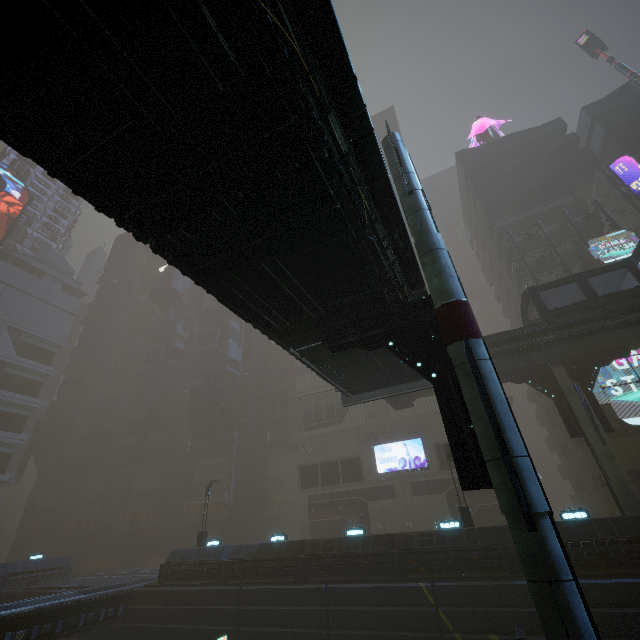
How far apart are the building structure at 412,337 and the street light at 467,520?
15.26m

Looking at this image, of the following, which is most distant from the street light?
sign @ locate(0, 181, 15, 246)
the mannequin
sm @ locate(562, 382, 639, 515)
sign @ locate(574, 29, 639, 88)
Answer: sign @ locate(0, 181, 15, 246)

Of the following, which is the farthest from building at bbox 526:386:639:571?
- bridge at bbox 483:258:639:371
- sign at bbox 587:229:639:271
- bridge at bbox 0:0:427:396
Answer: bridge at bbox 0:0:427:396

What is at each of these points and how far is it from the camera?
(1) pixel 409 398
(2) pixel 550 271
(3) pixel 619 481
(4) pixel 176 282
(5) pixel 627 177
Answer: (1) bridge, 26.0 meters
(2) building, 32.8 meters
(3) sm, 17.2 meters
(4) building, 59.6 meters
(5) building, 37.2 meters

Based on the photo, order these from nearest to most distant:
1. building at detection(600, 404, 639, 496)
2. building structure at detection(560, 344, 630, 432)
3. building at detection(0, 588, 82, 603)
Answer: building structure at detection(560, 344, 630, 432), building at detection(600, 404, 639, 496), building at detection(0, 588, 82, 603)

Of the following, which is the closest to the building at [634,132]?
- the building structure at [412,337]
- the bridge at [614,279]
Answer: the bridge at [614,279]

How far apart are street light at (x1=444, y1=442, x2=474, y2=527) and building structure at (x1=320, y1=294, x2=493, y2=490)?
15.3 meters

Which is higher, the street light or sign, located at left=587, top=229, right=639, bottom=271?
sign, located at left=587, top=229, right=639, bottom=271
